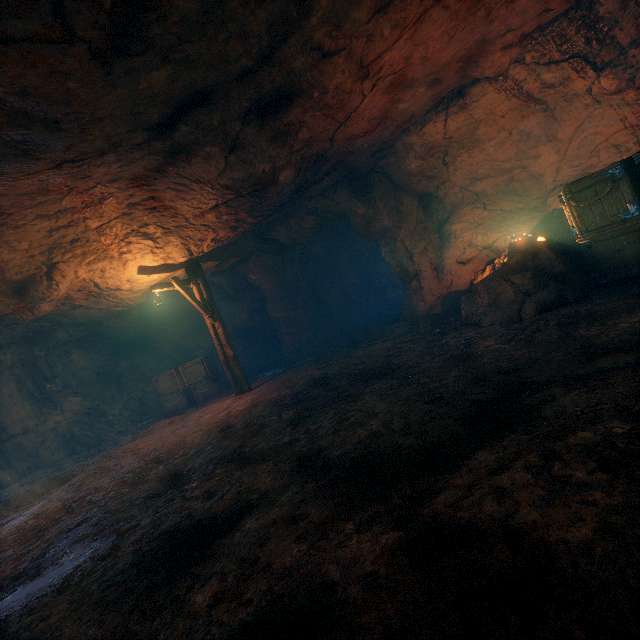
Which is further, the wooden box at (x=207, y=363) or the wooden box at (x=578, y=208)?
the wooden box at (x=207, y=363)

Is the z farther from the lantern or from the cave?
the cave

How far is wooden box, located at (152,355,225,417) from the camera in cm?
1284

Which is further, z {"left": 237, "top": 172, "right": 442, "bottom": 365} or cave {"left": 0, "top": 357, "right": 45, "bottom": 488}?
cave {"left": 0, "top": 357, "right": 45, "bottom": 488}

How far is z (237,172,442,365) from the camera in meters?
10.6 m

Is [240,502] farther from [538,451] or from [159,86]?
[159,86]

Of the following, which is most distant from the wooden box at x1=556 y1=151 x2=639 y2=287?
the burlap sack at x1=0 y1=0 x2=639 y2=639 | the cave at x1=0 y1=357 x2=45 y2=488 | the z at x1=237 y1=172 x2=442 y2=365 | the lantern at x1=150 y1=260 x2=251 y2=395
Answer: the cave at x1=0 y1=357 x2=45 y2=488

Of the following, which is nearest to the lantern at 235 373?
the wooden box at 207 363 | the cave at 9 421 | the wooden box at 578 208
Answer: the wooden box at 207 363
